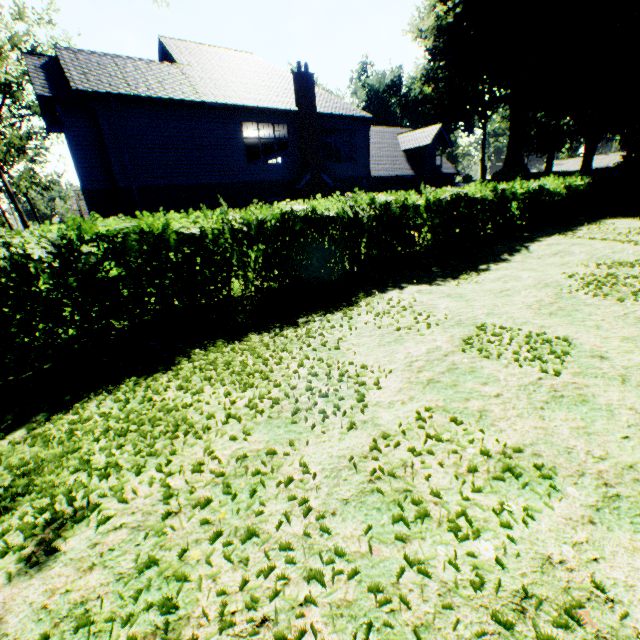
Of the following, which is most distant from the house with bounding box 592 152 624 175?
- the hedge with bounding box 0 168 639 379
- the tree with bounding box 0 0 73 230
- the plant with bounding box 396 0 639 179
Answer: the hedge with bounding box 0 168 639 379

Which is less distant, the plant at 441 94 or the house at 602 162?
the plant at 441 94

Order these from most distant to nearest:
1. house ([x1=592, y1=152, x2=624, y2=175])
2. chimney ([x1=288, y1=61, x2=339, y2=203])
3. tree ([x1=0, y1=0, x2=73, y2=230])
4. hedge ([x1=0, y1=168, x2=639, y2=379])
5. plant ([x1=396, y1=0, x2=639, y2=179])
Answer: house ([x1=592, y1=152, x2=624, y2=175]), plant ([x1=396, y1=0, x2=639, y2=179]), tree ([x1=0, y1=0, x2=73, y2=230]), chimney ([x1=288, y1=61, x2=339, y2=203]), hedge ([x1=0, y1=168, x2=639, y2=379])

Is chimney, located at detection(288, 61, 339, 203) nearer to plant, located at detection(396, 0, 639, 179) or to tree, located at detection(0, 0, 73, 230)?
tree, located at detection(0, 0, 73, 230)

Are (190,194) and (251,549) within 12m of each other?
no

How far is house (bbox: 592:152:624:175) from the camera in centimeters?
5569cm

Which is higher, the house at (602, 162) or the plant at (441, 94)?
the plant at (441, 94)

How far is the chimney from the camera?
17.16m
